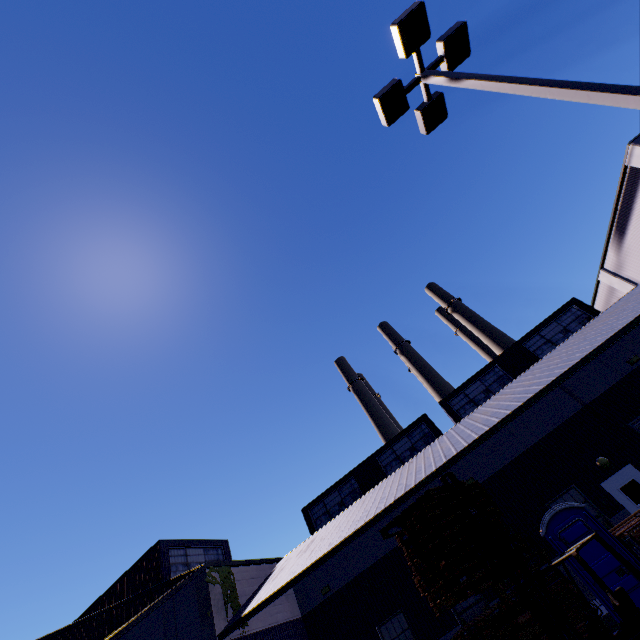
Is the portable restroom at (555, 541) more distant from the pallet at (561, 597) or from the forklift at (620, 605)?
the forklift at (620, 605)

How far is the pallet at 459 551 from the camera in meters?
7.0 m

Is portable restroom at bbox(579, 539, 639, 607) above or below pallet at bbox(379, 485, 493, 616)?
below

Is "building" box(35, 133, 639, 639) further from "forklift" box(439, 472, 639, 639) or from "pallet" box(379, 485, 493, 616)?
"forklift" box(439, 472, 639, 639)

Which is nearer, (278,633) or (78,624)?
(278,633)

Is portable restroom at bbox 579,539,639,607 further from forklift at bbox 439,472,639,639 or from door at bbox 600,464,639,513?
door at bbox 600,464,639,513

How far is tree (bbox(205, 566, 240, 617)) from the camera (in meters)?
13.46

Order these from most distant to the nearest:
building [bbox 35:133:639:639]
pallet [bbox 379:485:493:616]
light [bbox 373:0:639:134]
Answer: building [bbox 35:133:639:639] < pallet [bbox 379:485:493:616] < light [bbox 373:0:639:134]
